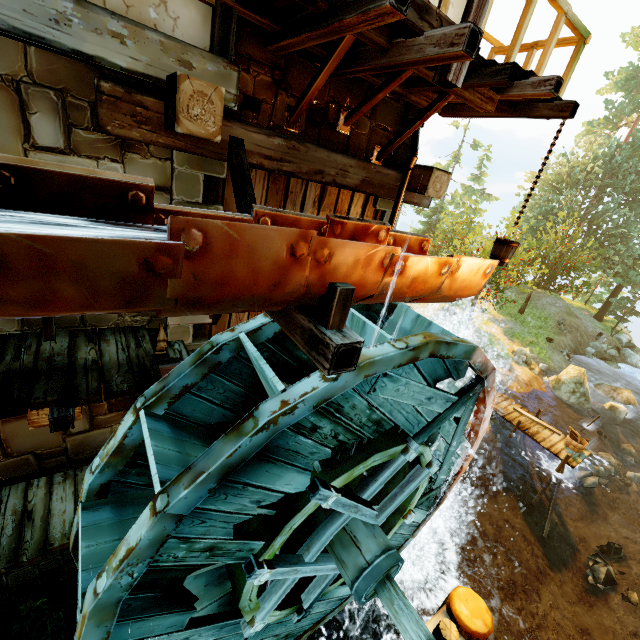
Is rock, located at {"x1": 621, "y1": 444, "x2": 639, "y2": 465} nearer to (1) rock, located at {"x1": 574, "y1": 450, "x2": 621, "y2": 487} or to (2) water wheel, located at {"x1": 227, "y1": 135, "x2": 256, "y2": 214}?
(1) rock, located at {"x1": 574, "y1": 450, "x2": 621, "y2": 487}

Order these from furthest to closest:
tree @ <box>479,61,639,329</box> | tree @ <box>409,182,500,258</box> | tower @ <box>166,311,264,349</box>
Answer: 1. tree @ <box>479,61,639,329</box>
2. tree @ <box>409,182,500,258</box>
3. tower @ <box>166,311,264,349</box>

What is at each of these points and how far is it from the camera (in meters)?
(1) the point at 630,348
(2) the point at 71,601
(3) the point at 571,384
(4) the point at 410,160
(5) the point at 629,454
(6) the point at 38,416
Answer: (1) rock, 27.48
(2) stone arch, 5.05
(3) rock, 17.06
(4) drain pipe, 5.56
(5) rock, 16.67
(6) building, 3.80

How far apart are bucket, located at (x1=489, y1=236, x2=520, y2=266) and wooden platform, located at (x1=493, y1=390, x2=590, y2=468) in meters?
9.7

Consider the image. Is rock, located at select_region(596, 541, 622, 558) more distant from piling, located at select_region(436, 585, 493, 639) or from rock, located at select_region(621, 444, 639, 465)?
piling, located at select_region(436, 585, 493, 639)

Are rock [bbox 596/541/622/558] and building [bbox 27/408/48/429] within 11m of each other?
no

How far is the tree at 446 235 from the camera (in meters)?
20.84

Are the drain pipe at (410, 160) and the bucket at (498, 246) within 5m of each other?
yes
